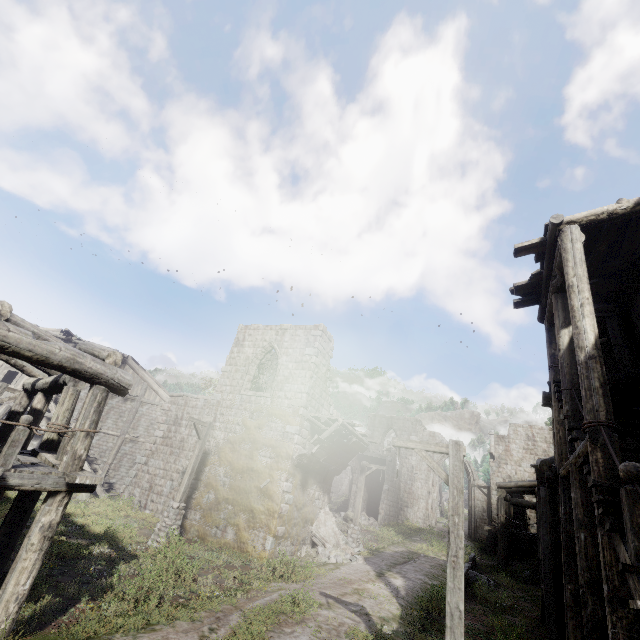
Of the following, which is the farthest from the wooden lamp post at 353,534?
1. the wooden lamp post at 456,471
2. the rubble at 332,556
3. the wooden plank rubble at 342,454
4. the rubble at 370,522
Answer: the wooden lamp post at 456,471

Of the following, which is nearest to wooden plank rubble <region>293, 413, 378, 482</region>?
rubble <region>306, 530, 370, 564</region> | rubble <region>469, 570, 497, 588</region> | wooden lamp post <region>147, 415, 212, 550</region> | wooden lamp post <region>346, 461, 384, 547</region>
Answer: wooden lamp post <region>346, 461, 384, 547</region>

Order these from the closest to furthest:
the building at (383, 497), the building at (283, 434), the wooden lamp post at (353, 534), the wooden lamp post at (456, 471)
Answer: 1. the wooden lamp post at (456, 471)
2. the building at (283, 434)
3. the wooden lamp post at (353, 534)
4. the building at (383, 497)

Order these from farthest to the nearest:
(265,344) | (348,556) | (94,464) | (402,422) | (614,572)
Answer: (402,422), (94,464), (265,344), (348,556), (614,572)

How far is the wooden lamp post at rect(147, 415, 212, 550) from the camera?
12.8m

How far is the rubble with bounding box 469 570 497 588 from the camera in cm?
1426

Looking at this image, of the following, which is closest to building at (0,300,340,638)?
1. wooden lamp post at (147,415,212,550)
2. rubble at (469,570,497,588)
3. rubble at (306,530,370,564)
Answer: rubble at (306,530,370,564)

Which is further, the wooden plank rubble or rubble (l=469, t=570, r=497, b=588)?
the wooden plank rubble
